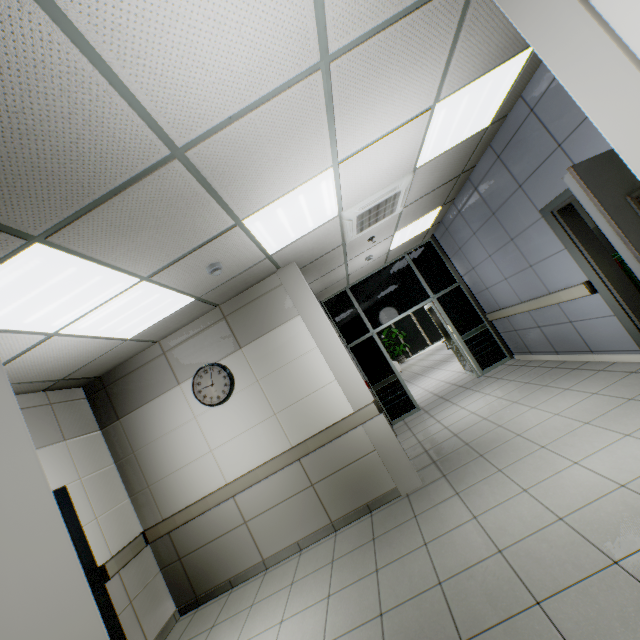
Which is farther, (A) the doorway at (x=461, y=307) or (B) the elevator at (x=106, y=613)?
(A) the doorway at (x=461, y=307)

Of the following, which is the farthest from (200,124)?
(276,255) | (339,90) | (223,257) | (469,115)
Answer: (469,115)

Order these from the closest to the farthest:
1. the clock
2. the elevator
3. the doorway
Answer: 1. the elevator
2. the clock
3. the doorway

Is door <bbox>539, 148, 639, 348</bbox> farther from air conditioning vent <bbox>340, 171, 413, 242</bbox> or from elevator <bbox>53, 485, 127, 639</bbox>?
elevator <bbox>53, 485, 127, 639</bbox>

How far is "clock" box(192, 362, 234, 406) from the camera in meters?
4.3

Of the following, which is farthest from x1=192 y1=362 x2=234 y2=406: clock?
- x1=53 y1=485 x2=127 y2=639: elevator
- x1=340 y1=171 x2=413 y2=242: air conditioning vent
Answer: x1=340 y1=171 x2=413 y2=242: air conditioning vent

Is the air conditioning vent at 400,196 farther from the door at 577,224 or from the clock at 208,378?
the clock at 208,378

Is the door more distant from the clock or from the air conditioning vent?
the clock
